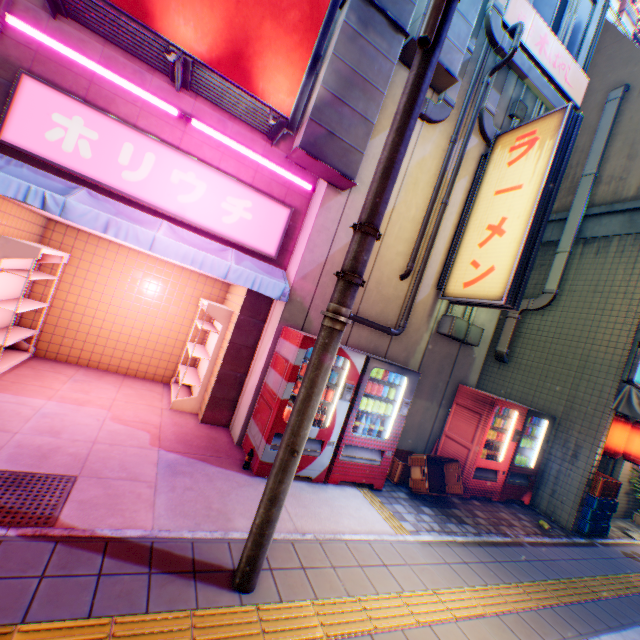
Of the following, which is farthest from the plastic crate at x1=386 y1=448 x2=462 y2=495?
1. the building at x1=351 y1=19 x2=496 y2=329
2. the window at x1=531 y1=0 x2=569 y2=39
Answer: the window at x1=531 y1=0 x2=569 y2=39

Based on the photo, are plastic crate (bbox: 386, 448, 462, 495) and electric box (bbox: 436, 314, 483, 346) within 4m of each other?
yes

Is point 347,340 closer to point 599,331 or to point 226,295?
point 226,295

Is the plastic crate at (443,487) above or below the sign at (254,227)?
below

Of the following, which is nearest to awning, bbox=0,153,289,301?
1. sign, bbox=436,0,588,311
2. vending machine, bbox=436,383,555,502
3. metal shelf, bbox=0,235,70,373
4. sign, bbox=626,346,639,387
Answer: metal shelf, bbox=0,235,70,373

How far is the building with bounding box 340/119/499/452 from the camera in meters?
6.3 m

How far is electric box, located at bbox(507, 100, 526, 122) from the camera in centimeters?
664cm

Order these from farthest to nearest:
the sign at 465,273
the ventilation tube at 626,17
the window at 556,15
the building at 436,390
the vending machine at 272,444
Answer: the ventilation tube at 626,17 → the window at 556,15 → the building at 436,390 → the sign at 465,273 → the vending machine at 272,444
